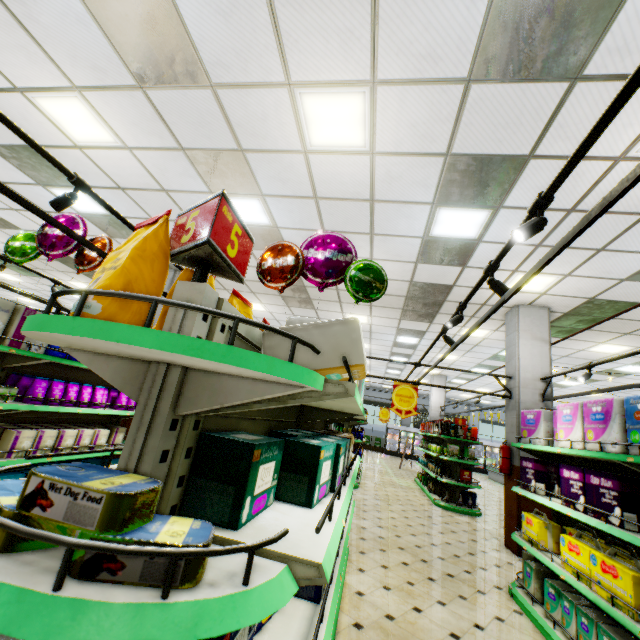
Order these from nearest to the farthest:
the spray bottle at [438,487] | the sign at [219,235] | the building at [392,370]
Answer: the sign at [219,235]
the spray bottle at [438,487]
the building at [392,370]

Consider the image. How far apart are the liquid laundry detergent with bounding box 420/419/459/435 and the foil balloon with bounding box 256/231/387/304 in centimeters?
854cm

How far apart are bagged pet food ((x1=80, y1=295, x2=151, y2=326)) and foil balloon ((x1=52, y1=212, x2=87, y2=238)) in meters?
3.6

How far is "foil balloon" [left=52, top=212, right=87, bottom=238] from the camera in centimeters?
438cm

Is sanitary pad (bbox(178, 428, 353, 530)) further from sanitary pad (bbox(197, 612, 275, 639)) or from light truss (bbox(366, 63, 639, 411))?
light truss (bbox(366, 63, 639, 411))

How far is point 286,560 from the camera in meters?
1.1 m

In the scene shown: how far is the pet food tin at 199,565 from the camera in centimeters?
76cm

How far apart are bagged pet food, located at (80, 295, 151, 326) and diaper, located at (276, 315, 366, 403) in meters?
0.5 m
